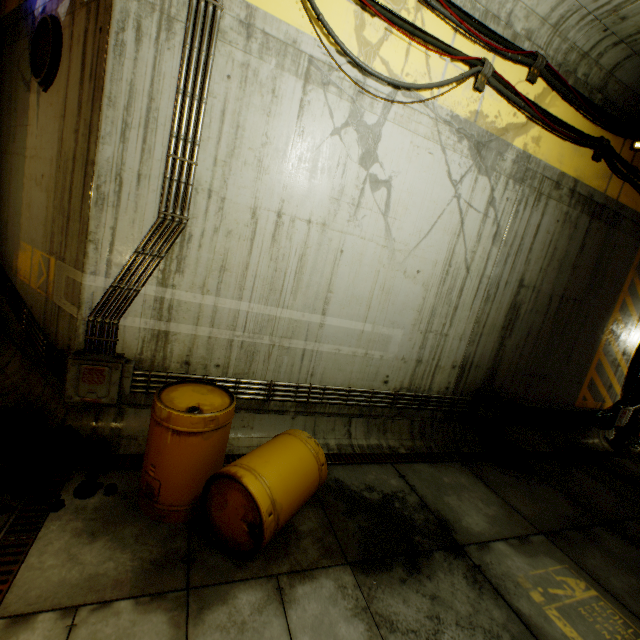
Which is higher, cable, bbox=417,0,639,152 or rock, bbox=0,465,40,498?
cable, bbox=417,0,639,152

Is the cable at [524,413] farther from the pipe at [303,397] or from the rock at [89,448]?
the rock at [89,448]

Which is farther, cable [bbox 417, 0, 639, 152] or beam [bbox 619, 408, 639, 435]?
beam [bbox 619, 408, 639, 435]

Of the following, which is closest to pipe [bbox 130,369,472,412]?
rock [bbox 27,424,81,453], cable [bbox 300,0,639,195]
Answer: cable [bbox 300,0,639,195]

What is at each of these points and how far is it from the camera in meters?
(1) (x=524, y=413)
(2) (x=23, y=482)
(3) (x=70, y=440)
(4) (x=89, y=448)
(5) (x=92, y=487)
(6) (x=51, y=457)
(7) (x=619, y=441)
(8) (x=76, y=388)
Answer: (1) cable, 6.9 m
(2) rock, 3.1 m
(3) rock, 3.8 m
(4) rock, 3.8 m
(5) rock, 3.2 m
(6) rock, 3.5 m
(7) rock, 8.4 m
(8) cable, 3.7 m

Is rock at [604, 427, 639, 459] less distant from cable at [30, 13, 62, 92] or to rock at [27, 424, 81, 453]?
rock at [27, 424, 81, 453]

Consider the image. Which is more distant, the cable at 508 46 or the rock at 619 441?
the rock at 619 441

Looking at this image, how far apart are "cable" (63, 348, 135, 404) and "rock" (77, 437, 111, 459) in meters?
0.3
